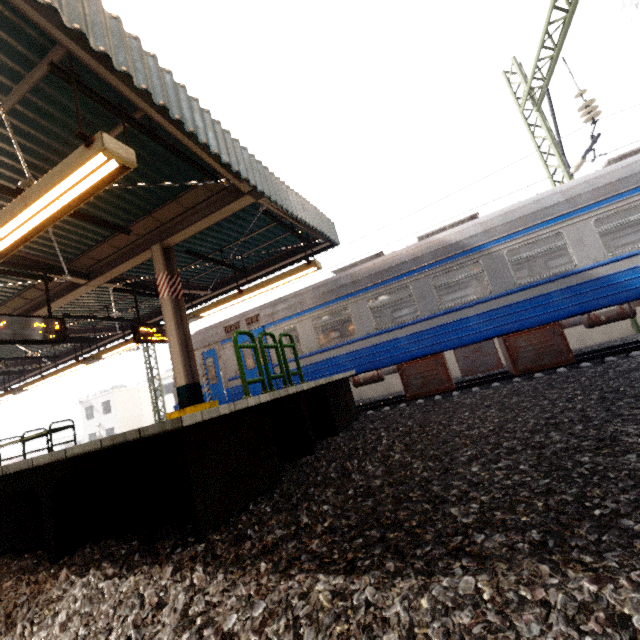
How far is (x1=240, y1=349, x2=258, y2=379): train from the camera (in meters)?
9.98

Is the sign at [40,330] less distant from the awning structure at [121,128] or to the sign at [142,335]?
the awning structure at [121,128]

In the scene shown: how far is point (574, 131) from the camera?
8.60m

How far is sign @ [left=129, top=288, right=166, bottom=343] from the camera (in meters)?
8.37

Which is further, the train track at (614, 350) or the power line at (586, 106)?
the power line at (586, 106)

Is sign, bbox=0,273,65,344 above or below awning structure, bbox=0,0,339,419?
below

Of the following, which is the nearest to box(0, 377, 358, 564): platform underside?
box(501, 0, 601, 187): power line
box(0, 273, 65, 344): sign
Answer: box(0, 273, 65, 344): sign

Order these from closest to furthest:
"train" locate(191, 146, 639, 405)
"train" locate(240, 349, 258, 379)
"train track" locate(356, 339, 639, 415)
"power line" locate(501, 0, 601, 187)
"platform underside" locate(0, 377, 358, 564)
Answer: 1. "platform underside" locate(0, 377, 358, 564)
2. "train" locate(191, 146, 639, 405)
3. "train track" locate(356, 339, 639, 415)
4. "power line" locate(501, 0, 601, 187)
5. "train" locate(240, 349, 258, 379)
